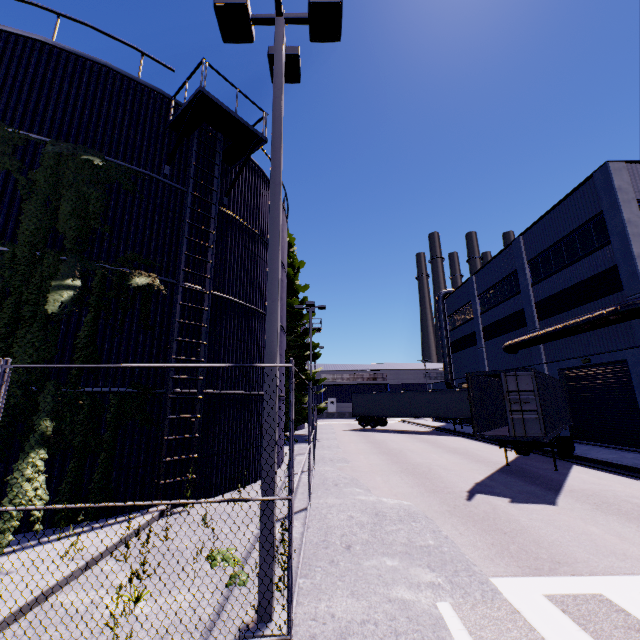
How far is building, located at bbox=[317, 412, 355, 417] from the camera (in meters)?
57.38

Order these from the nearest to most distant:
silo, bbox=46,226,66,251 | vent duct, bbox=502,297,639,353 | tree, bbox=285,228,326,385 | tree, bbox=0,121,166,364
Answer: tree, bbox=0,121,166,364 → silo, bbox=46,226,66,251 → vent duct, bbox=502,297,639,353 → tree, bbox=285,228,326,385

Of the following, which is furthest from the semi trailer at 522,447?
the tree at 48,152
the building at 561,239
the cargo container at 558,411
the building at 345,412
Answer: the building at 345,412

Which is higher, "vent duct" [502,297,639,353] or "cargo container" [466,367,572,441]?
"vent duct" [502,297,639,353]

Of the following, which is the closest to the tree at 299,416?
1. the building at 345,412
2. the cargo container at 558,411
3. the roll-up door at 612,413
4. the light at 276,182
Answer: the cargo container at 558,411

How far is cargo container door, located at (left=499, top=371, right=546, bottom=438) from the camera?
10.6 meters

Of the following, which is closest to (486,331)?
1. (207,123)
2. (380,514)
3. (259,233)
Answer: (259,233)

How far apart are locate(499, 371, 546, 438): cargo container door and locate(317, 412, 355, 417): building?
48.5m
